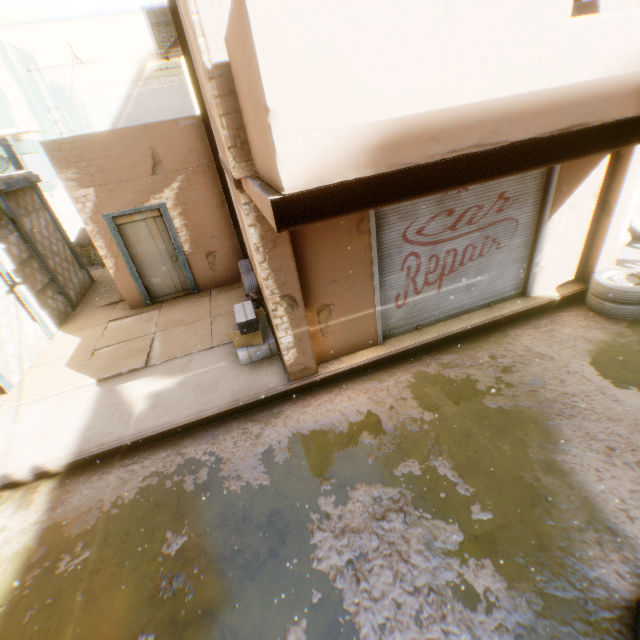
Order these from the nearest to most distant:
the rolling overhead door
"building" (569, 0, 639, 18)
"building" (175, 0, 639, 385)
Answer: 1. "building" (175, 0, 639, 385)
2. "building" (569, 0, 639, 18)
3. the rolling overhead door

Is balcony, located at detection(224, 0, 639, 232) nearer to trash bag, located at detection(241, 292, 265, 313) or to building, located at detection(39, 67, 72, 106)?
building, located at detection(39, 67, 72, 106)

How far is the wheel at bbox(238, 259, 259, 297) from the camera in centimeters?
713cm

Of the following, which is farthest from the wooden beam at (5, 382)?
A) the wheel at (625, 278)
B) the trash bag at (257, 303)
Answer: the wheel at (625, 278)

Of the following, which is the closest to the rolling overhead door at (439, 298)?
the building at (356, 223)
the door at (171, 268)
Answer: the building at (356, 223)

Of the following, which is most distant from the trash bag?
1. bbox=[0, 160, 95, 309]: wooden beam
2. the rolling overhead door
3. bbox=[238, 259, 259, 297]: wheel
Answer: the rolling overhead door

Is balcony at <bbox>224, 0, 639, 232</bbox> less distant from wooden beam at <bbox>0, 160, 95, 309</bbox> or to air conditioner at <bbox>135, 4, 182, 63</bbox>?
air conditioner at <bbox>135, 4, 182, 63</bbox>

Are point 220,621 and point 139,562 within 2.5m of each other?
yes
